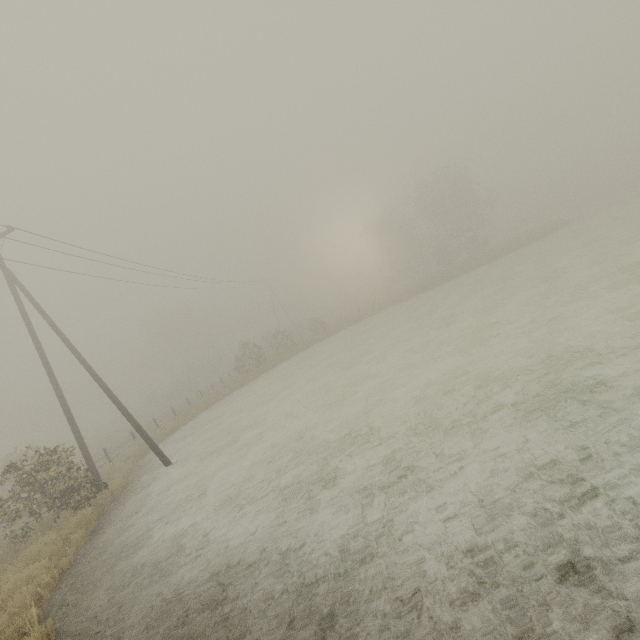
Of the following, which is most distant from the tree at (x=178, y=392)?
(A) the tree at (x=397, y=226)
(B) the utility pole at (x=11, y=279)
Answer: (A) the tree at (x=397, y=226)

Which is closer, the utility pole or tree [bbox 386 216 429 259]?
the utility pole

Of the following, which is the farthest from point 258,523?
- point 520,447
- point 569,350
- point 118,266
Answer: point 118,266

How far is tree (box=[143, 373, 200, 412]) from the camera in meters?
51.0 m

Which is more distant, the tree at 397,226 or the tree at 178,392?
the tree at 397,226

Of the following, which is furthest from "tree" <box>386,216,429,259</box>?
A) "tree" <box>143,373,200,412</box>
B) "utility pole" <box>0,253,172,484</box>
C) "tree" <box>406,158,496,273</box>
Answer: "utility pole" <box>0,253,172,484</box>

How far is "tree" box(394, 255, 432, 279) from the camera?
57.42m

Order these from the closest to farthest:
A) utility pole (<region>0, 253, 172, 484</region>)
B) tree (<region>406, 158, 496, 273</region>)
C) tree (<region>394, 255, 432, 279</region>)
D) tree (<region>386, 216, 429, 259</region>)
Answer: utility pole (<region>0, 253, 172, 484</region>), tree (<region>406, 158, 496, 273</region>), tree (<region>386, 216, 429, 259</region>), tree (<region>394, 255, 432, 279</region>)
